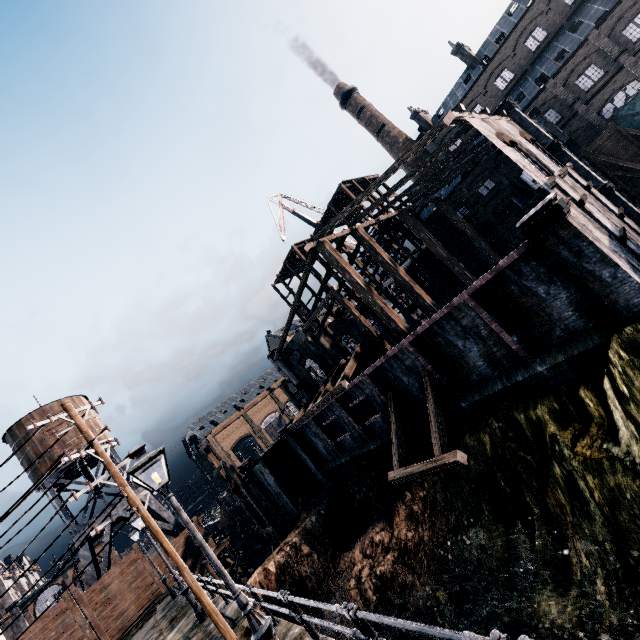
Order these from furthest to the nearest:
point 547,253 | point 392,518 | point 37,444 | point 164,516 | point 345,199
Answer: point 345,199
point 164,516
point 37,444
point 392,518
point 547,253

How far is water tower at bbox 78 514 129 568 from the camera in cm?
2989

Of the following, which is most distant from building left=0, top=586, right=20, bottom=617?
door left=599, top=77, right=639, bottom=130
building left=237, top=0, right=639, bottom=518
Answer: door left=599, top=77, right=639, bottom=130

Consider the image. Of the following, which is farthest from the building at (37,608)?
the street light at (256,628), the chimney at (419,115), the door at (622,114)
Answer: the door at (622,114)

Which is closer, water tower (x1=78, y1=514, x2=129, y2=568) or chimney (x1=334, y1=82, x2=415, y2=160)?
water tower (x1=78, y1=514, x2=129, y2=568)

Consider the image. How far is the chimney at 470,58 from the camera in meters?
44.7 m

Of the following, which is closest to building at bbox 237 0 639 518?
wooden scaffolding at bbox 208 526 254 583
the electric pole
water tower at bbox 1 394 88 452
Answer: wooden scaffolding at bbox 208 526 254 583

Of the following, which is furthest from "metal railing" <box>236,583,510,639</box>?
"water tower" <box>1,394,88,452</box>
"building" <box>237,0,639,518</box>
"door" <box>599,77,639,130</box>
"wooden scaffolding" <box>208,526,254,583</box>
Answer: "door" <box>599,77,639,130</box>
